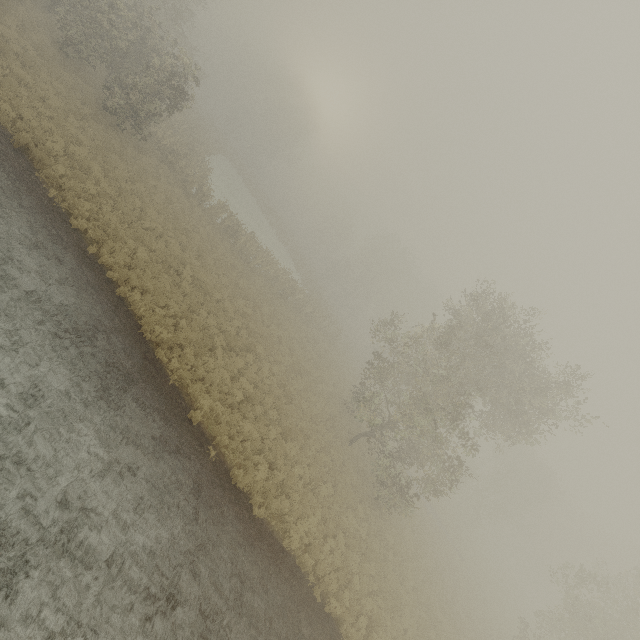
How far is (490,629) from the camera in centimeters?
2591cm
